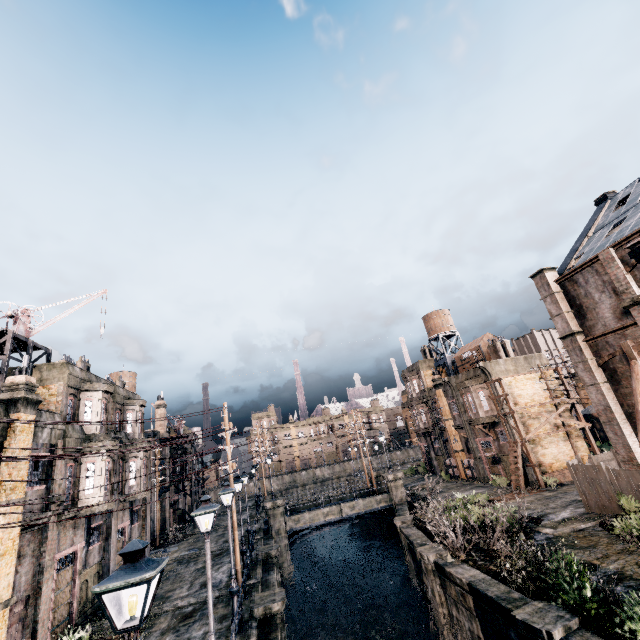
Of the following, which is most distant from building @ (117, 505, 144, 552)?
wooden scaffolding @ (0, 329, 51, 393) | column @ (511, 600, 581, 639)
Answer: column @ (511, 600, 581, 639)

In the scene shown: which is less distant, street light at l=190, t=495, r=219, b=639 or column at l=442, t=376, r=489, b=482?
street light at l=190, t=495, r=219, b=639

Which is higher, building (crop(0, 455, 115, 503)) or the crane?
the crane

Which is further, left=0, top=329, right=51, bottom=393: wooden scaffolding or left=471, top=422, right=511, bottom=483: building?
left=471, top=422, right=511, bottom=483: building

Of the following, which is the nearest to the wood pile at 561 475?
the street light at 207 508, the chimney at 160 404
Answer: the street light at 207 508

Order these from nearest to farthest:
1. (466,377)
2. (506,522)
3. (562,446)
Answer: (506,522)
(562,446)
(466,377)

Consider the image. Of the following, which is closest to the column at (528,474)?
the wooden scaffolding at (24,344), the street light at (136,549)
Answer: the street light at (136,549)

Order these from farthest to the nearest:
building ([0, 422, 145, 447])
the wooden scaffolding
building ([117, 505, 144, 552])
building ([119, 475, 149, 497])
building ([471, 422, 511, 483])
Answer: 1. building ([471, 422, 511, 483])
2. building ([119, 475, 149, 497])
3. building ([117, 505, 144, 552])
4. the wooden scaffolding
5. building ([0, 422, 145, 447])
